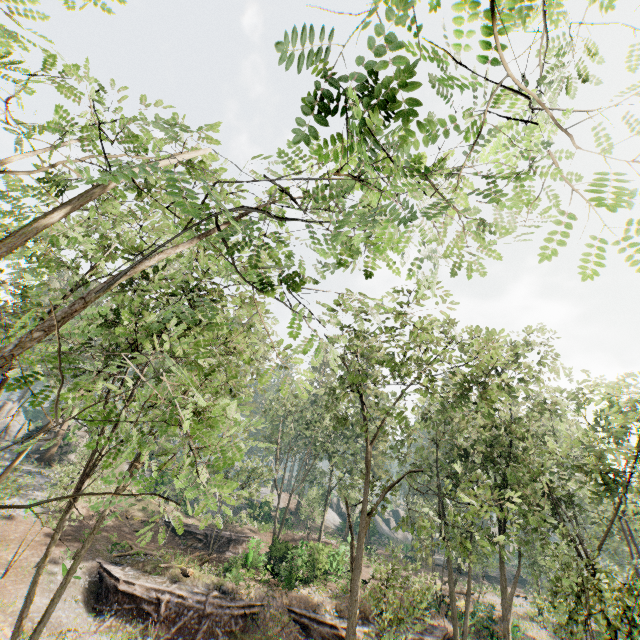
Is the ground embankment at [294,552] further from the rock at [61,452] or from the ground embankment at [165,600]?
the rock at [61,452]

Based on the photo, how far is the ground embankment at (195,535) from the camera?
31.1 meters

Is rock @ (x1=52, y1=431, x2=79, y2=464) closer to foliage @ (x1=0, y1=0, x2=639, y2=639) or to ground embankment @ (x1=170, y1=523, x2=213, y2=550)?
foliage @ (x1=0, y1=0, x2=639, y2=639)

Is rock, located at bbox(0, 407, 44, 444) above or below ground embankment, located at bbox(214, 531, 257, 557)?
above

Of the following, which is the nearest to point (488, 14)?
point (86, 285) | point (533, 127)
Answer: point (533, 127)

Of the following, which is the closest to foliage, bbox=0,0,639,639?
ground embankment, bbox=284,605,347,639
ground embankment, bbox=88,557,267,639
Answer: ground embankment, bbox=284,605,347,639

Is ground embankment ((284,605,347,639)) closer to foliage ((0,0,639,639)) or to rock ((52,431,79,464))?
foliage ((0,0,639,639))

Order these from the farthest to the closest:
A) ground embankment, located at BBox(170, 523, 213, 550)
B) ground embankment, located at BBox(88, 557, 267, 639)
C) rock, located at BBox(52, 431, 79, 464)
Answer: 1. rock, located at BBox(52, 431, 79, 464)
2. ground embankment, located at BBox(170, 523, 213, 550)
3. ground embankment, located at BBox(88, 557, 267, 639)
